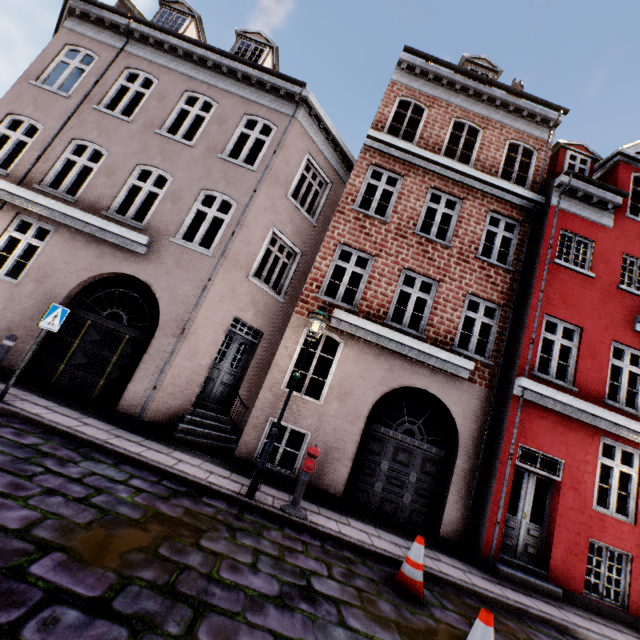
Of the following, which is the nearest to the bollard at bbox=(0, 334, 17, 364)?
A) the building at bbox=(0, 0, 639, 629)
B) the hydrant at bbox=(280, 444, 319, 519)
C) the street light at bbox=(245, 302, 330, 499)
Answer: the building at bbox=(0, 0, 639, 629)

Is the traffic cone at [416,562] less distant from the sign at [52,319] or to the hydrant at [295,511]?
the hydrant at [295,511]

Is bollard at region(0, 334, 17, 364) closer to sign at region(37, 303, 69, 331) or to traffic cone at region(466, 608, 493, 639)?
sign at region(37, 303, 69, 331)

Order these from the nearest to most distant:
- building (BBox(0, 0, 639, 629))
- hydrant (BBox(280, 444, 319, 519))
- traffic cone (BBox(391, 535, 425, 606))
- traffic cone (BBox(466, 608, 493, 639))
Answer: traffic cone (BBox(466, 608, 493, 639)), traffic cone (BBox(391, 535, 425, 606)), hydrant (BBox(280, 444, 319, 519)), building (BBox(0, 0, 639, 629))

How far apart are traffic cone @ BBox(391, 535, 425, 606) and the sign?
7.4m

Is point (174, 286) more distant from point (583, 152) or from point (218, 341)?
point (583, 152)

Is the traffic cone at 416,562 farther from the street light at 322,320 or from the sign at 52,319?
the sign at 52,319

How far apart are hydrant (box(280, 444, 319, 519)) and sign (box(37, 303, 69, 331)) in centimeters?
551cm
